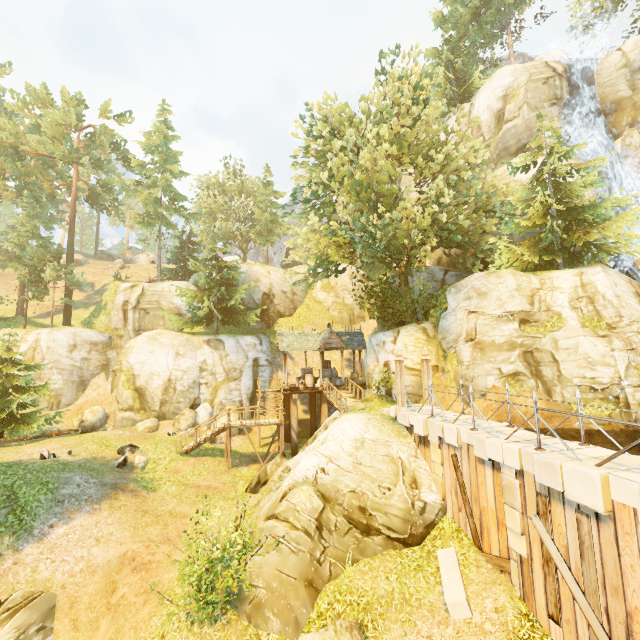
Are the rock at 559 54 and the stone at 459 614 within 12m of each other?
no

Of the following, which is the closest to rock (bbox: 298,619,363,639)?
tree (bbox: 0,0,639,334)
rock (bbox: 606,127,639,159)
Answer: tree (bbox: 0,0,639,334)

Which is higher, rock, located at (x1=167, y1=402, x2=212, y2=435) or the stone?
rock, located at (x1=167, y1=402, x2=212, y2=435)

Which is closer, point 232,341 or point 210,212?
A: point 232,341

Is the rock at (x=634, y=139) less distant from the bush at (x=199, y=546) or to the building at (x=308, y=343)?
the building at (x=308, y=343)

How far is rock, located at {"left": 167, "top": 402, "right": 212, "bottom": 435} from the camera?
23.6 meters

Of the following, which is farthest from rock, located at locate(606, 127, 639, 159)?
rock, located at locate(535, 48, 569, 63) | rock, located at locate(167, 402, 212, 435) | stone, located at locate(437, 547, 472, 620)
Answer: rock, located at locate(167, 402, 212, 435)

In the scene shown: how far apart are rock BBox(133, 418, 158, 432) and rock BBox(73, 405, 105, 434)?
2.7m
